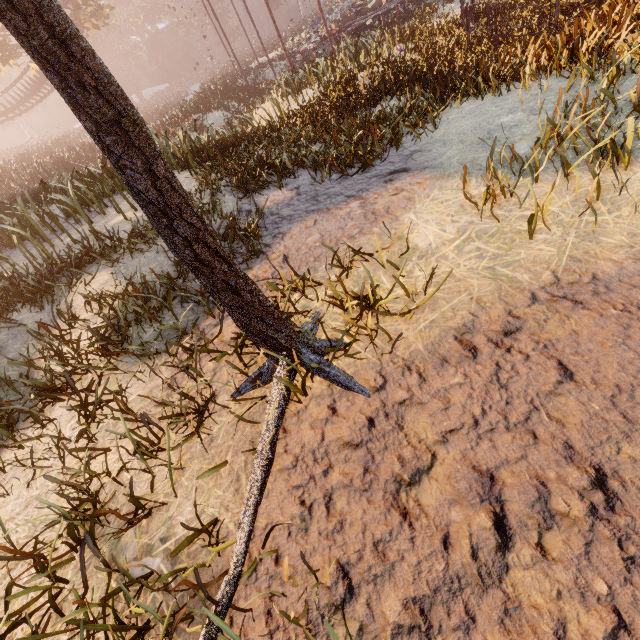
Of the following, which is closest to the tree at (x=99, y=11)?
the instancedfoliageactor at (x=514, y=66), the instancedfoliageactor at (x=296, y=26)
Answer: the instancedfoliageactor at (x=296, y=26)

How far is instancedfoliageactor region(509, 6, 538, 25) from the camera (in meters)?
9.94

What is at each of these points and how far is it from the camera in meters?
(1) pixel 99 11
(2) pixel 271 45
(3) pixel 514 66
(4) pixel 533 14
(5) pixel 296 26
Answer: (1) tree, 27.9
(2) instancedfoliageactor, 39.4
(3) instancedfoliageactor, 4.9
(4) instancedfoliageactor, 10.3
(5) instancedfoliageactor, 41.7

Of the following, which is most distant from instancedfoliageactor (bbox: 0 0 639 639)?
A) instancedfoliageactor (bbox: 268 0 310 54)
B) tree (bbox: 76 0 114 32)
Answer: instancedfoliageactor (bbox: 268 0 310 54)

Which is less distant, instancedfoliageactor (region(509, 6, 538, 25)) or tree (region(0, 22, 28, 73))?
instancedfoliageactor (region(509, 6, 538, 25))

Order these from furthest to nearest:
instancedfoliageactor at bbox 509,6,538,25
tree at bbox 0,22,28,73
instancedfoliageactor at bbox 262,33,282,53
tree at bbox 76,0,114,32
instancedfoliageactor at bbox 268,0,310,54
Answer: instancedfoliageactor at bbox 262,33,282,53, tree at bbox 76,0,114,32, instancedfoliageactor at bbox 268,0,310,54, tree at bbox 0,22,28,73, instancedfoliageactor at bbox 509,6,538,25

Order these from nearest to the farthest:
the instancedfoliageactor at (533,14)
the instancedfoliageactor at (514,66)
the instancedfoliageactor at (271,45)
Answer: the instancedfoliageactor at (514,66) → the instancedfoliageactor at (533,14) → the instancedfoliageactor at (271,45)
